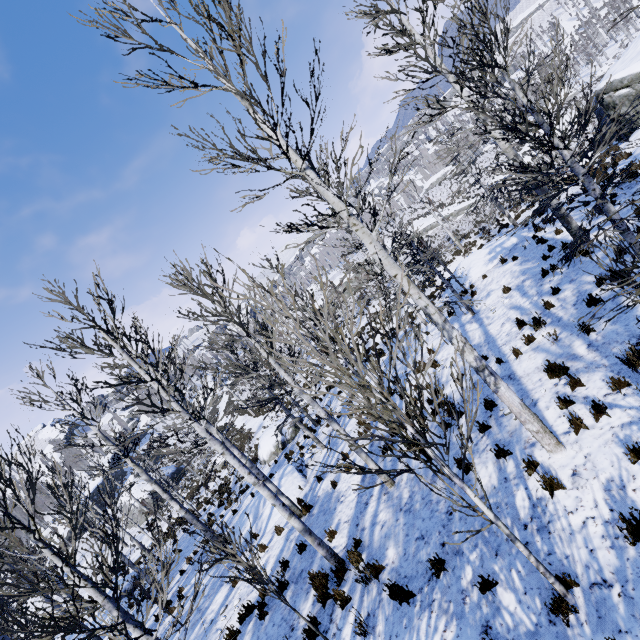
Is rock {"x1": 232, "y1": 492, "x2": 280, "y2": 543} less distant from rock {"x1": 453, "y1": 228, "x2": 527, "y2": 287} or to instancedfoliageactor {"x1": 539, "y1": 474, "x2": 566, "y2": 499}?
instancedfoliageactor {"x1": 539, "y1": 474, "x2": 566, "y2": 499}

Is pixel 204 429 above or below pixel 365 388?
above

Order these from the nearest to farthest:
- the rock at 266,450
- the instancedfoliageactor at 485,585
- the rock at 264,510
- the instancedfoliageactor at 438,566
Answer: the instancedfoliageactor at 485,585
the instancedfoliageactor at 438,566
the rock at 264,510
the rock at 266,450

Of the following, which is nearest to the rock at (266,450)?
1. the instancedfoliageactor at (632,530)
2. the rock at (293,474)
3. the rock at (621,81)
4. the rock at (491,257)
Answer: the rock at (293,474)

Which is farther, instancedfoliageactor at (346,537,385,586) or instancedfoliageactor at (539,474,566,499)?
instancedfoliageactor at (346,537,385,586)

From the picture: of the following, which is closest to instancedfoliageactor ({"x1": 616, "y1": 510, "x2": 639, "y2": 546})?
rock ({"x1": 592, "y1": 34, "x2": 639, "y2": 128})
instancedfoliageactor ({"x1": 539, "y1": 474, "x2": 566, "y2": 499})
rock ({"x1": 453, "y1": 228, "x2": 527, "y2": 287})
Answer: instancedfoliageactor ({"x1": 539, "y1": 474, "x2": 566, "y2": 499})

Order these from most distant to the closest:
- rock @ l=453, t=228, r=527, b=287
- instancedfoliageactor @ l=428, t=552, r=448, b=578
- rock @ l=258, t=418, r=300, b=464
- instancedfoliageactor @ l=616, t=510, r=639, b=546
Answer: rock @ l=258, t=418, r=300, b=464 → rock @ l=453, t=228, r=527, b=287 → instancedfoliageactor @ l=428, t=552, r=448, b=578 → instancedfoliageactor @ l=616, t=510, r=639, b=546

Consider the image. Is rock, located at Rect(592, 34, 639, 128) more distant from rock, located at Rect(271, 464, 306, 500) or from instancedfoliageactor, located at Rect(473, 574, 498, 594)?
rock, located at Rect(271, 464, 306, 500)
